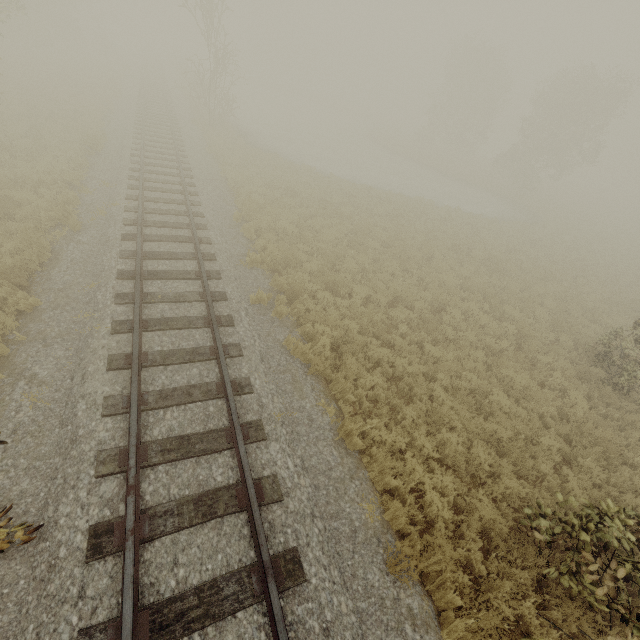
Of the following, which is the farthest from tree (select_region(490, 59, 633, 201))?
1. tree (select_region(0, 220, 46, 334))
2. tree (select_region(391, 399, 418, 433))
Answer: tree (select_region(0, 220, 46, 334))

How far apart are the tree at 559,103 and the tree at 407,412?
36.7m

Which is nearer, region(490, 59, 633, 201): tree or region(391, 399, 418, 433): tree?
region(391, 399, 418, 433): tree

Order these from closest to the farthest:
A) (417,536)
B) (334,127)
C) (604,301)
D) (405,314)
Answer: (417,536), (405,314), (604,301), (334,127)

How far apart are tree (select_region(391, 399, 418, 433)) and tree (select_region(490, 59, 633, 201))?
36.7m

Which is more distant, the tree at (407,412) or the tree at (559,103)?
the tree at (559,103)

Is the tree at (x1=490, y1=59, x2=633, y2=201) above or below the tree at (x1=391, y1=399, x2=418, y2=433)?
above

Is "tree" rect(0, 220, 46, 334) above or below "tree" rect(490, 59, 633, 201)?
below
